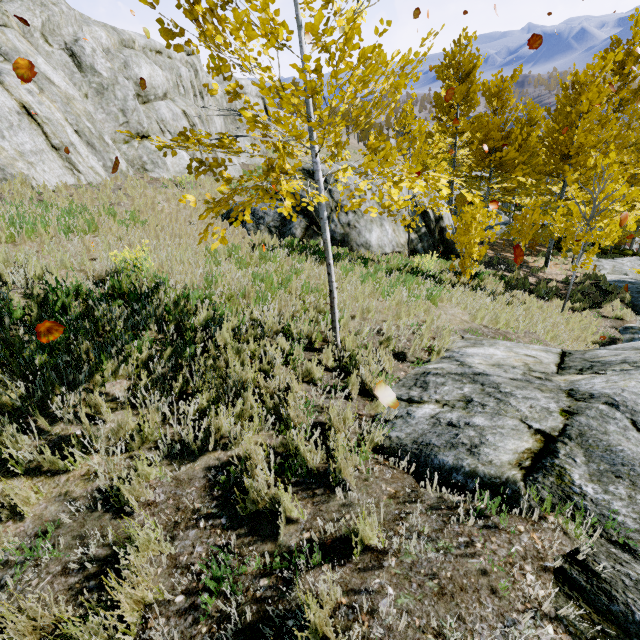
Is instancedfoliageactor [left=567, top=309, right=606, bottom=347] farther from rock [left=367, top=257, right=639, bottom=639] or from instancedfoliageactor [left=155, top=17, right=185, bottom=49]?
instancedfoliageactor [left=155, top=17, right=185, bottom=49]

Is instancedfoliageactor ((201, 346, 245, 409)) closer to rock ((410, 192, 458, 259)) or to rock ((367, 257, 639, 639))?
rock ((367, 257, 639, 639))

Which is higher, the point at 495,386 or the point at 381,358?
the point at 495,386

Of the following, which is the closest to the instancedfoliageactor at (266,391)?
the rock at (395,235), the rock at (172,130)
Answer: the rock at (172,130)

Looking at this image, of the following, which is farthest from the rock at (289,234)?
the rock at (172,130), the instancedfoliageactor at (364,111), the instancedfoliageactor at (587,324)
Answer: the instancedfoliageactor at (587,324)

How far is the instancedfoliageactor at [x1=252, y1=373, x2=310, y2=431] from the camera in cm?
334

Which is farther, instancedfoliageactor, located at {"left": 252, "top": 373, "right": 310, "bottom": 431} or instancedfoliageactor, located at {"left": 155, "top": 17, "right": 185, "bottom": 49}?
instancedfoliageactor, located at {"left": 252, "top": 373, "right": 310, "bottom": 431}
